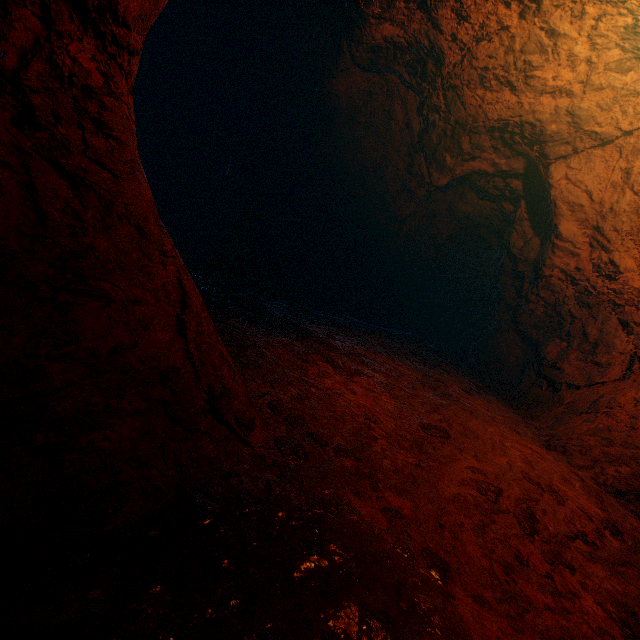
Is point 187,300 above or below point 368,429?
above
